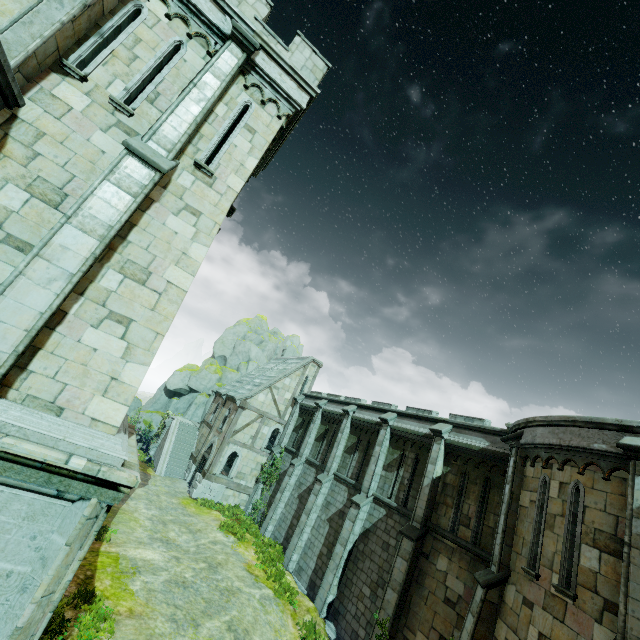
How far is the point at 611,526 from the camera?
7.4m

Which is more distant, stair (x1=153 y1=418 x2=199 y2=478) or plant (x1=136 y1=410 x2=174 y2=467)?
plant (x1=136 y1=410 x2=174 y2=467)

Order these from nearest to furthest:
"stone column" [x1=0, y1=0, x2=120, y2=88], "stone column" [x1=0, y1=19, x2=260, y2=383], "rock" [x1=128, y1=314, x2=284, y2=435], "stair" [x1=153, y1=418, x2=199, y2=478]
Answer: "stone column" [x1=0, y1=19, x2=260, y2=383] → "stone column" [x1=0, y1=0, x2=120, y2=88] → "stair" [x1=153, y1=418, x2=199, y2=478] → "rock" [x1=128, y1=314, x2=284, y2=435]

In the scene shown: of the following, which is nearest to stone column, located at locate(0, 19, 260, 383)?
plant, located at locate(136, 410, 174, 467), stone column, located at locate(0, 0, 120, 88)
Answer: stone column, located at locate(0, 0, 120, 88)

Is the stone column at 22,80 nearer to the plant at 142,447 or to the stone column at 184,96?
the stone column at 184,96

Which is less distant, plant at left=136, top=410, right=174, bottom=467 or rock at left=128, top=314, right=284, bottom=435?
plant at left=136, top=410, right=174, bottom=467

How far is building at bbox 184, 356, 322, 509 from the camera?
24.2 meters

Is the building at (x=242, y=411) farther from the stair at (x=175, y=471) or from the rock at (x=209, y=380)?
the rock at (x=209, y=380)
